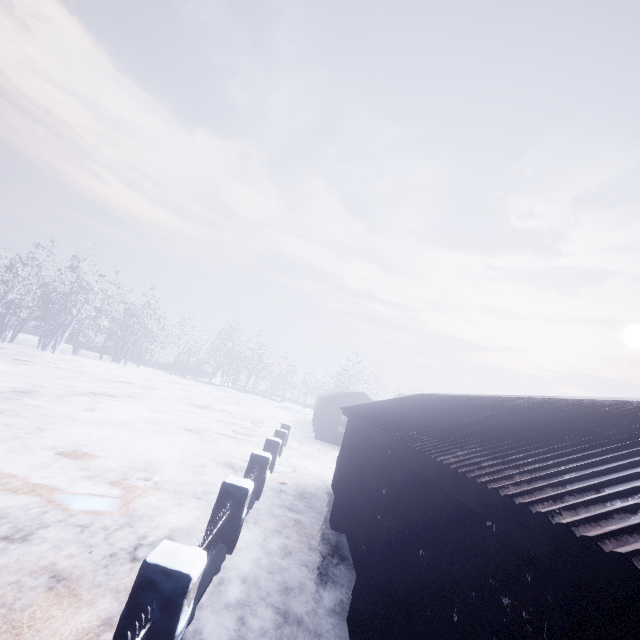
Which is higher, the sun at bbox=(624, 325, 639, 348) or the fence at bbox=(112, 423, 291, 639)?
the sun at bbox=(624, 325, 639, 348)

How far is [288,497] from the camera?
7.9 meters

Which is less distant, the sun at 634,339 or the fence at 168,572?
the fence at 168,572

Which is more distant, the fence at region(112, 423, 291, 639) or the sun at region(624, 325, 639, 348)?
the sun at region(624, 325, 639, 348)

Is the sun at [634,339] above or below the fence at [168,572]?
above
